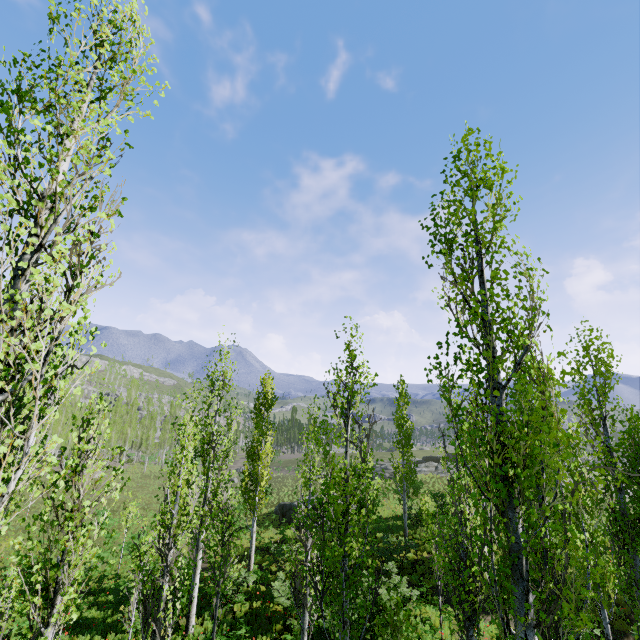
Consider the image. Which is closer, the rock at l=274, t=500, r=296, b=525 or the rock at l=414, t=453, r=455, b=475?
the rock at l=274, t=500, r=296, b=525

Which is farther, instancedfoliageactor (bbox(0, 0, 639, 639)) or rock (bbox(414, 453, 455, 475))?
rock (bbox(414, 453, 455, 475))

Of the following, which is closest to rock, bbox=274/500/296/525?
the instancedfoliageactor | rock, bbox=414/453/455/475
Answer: the instancedfoliageactor

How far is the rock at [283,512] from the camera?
28.2m

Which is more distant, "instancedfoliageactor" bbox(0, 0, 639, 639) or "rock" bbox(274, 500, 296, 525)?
"rock" bbox(274, 500, 296, 525)

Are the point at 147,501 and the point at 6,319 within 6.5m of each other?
no

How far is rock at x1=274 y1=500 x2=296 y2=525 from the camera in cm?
2825

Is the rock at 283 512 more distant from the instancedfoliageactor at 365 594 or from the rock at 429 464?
the rock at 429 464
